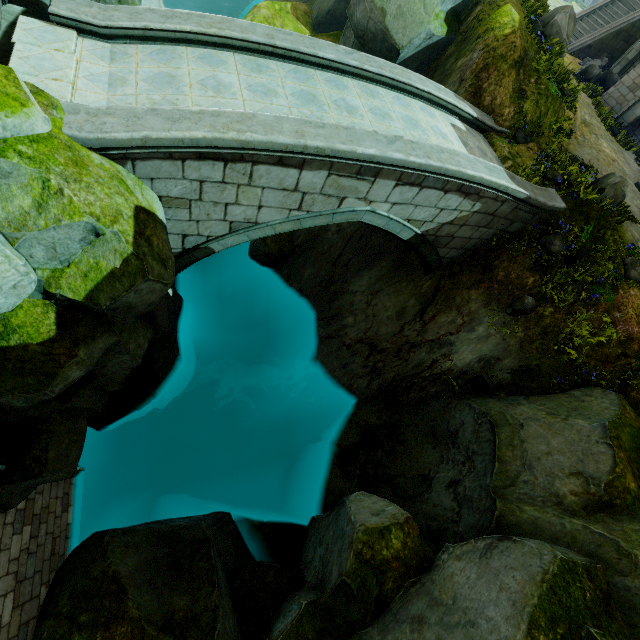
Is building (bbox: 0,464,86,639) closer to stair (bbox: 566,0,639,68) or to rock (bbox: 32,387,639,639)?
rock (bbox: 32,387,639,639)

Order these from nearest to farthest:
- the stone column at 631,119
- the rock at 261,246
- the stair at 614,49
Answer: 1. the rock at 261,246
2. the stone column at 631,119
3. the stair at 614,49

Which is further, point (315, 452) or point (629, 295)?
point (315, 452)

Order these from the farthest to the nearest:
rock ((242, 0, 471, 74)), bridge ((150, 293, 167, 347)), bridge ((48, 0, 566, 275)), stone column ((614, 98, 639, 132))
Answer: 1. stone column ((614, 98, 639, 132))
2. rock ((242, 0, 471, 74))
3. bridge ((150, 293, 167, 347))
4. bridge ((48, 0, 566, 275))

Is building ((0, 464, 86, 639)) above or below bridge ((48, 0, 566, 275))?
below

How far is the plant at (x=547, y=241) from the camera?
9.3 meters

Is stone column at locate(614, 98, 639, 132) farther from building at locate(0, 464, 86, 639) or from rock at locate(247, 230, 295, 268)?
building at locate(0, 464, 86, 639)

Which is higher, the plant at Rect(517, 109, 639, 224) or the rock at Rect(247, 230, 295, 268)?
the plant at Rect(517, 109, 639, 224)
